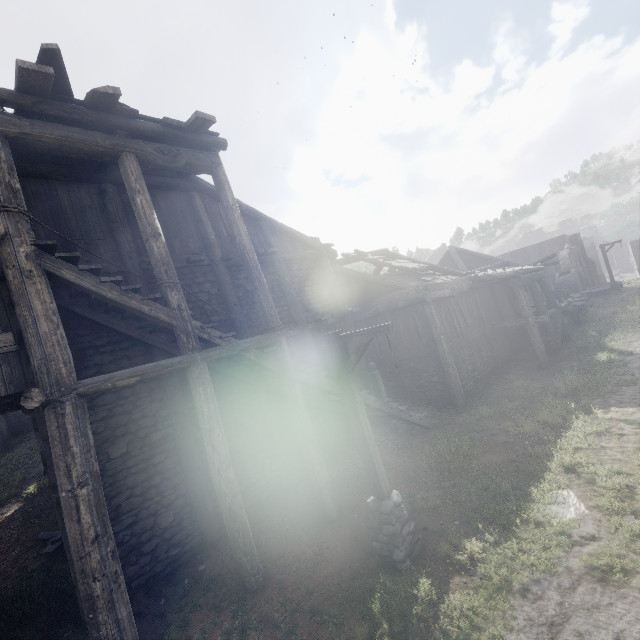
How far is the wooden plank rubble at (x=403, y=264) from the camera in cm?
1575

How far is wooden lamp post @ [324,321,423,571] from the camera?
6.19m

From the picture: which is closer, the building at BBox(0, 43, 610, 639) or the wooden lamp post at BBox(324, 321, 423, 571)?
the building at BBox(0, 43, 610, 639)

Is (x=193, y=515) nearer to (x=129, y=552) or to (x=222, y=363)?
(x=129, y=552)

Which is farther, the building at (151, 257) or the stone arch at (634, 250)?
the stone arch at (634, 250)

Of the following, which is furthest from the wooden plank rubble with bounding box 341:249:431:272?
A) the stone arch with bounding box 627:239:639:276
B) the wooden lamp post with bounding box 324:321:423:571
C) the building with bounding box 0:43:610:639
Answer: the stone arch with bounding box 627:239:639:276

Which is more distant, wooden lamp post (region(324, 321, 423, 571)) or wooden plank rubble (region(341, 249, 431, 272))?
wooden plank rubble (region(341, 249, 431, 272))

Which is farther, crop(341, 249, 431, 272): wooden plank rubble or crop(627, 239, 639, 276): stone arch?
crop(627, 239, 639, 276): stone arch
